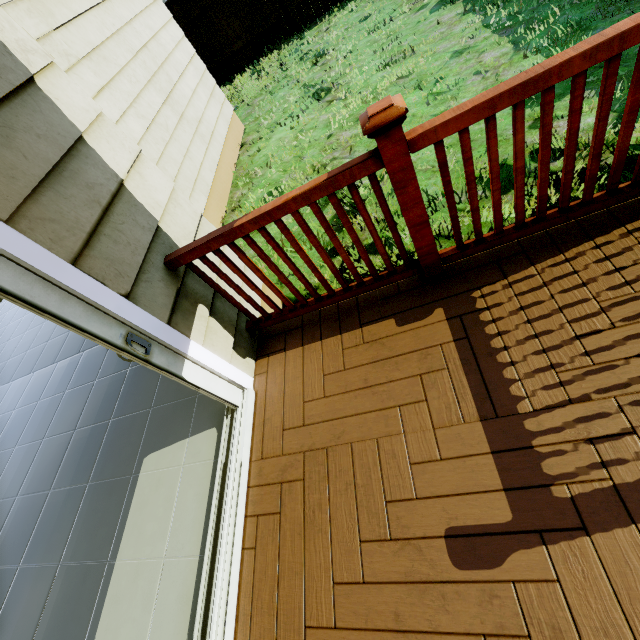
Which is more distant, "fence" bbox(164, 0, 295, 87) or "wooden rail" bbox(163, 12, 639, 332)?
"fence" bbox(164, 0, 295, 87)

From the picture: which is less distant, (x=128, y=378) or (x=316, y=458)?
(x=316, y=458)

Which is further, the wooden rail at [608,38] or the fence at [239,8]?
the fence at [239,8]
